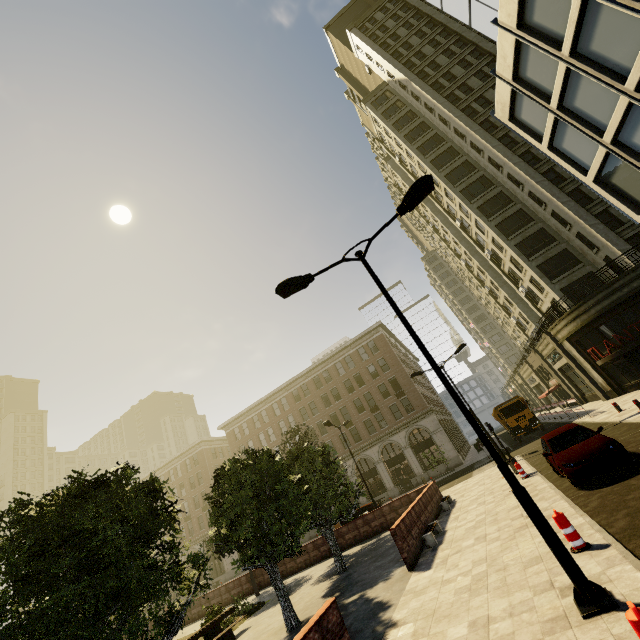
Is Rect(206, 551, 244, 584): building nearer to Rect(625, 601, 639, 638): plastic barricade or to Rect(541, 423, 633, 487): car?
Rect(541, 423, 633, 487): car

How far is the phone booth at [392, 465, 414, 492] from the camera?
37.75m

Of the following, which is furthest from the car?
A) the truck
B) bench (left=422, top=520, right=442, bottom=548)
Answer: the truck

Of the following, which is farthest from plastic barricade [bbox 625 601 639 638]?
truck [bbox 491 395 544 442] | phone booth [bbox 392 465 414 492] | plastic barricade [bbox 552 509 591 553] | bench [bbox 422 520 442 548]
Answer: phone booth [bbox 392 465 414 492]

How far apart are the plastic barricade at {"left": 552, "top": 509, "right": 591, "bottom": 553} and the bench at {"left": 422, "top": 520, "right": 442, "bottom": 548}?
6.1m

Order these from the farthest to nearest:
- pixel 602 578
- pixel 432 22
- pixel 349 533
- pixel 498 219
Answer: pixel 432 22 → pixel 498 219 → pixel 349 533 → pixel 602 578

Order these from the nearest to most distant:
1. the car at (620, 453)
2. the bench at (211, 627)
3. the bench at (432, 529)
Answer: the car at (620, 453), the bench at (432, 529), the bench at (211, 627)

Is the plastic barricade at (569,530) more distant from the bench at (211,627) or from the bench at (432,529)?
the bench at (211,627)
